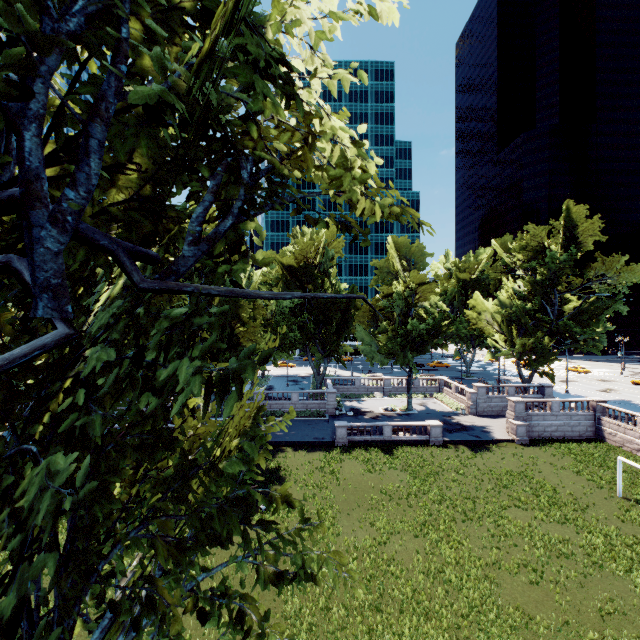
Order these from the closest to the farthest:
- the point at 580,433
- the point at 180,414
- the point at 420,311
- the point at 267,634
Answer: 1. the point at 267,634
2. the point at 180,414
3. the point at 580,433
4. the point at 420,311
